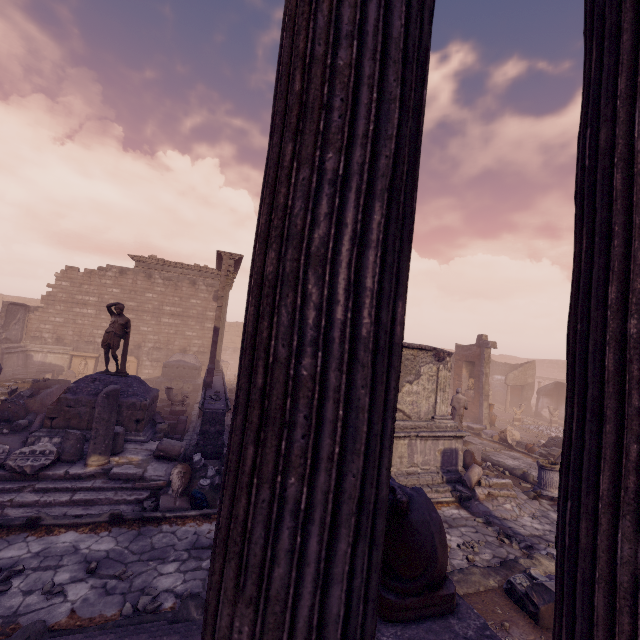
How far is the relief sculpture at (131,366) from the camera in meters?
19.8 m

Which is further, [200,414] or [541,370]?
[541,370]

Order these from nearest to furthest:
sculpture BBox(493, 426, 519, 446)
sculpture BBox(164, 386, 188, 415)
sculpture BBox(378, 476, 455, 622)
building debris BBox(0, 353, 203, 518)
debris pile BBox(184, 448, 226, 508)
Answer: sculpture BBox(378, 476, 455, 622), building debris BBox(0, 353, 203, 518), debris pile BBox(184, 448, 226, 508), sculpture BBox(164, 386, 188, 415), sculpture BBox(493, 426, 519, 446)

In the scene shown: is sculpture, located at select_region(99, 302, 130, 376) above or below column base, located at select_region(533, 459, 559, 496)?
above

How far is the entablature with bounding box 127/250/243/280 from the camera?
17.6 meters

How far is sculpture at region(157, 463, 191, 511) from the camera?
6.4m

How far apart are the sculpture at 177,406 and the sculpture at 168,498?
5.8m

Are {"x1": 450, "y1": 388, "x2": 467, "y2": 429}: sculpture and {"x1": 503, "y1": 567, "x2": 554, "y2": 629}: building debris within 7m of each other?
yes
